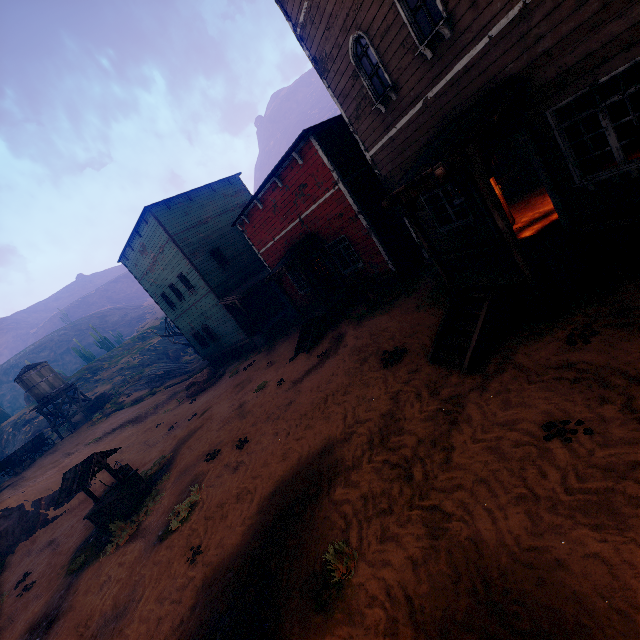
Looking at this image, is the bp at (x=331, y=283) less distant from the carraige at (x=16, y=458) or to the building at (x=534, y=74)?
the building at (x=534, y=74)

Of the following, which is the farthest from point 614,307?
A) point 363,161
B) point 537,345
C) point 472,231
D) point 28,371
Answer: point 28,371

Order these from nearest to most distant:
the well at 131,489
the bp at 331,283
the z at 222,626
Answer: the z at 222,626, the well at 131,489, the bp at 331,283

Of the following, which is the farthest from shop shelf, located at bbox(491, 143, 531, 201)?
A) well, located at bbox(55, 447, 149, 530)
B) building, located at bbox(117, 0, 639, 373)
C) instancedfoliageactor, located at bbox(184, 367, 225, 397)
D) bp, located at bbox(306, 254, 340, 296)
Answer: instancedfoliageactor, located at bbox(184, 367, 225, 397)

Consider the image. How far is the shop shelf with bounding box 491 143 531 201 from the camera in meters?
11.5 m

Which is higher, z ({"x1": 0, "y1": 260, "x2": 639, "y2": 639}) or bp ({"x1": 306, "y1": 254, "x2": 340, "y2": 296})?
bp ({"x1": 306, "y1": 254, "x2": 340, "y2": 296})

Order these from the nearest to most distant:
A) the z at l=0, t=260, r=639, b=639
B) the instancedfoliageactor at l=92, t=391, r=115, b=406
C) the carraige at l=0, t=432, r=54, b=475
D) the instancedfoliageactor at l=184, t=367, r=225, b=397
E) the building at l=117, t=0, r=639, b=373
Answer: the z at l=0, t=260, r=639, b=639 < the building at l=117, t=0, r=639, b=373 < the instancedfoliageactor at l=184, t=367, r=225, b=397 < the carraige at l=0, t=432, r=54, b=475 < the instancedfoliageactor at l=92, t=391, r=115, b=406

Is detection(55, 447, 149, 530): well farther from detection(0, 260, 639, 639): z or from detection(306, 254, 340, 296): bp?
detection(306, 254, 340, 296): bp
